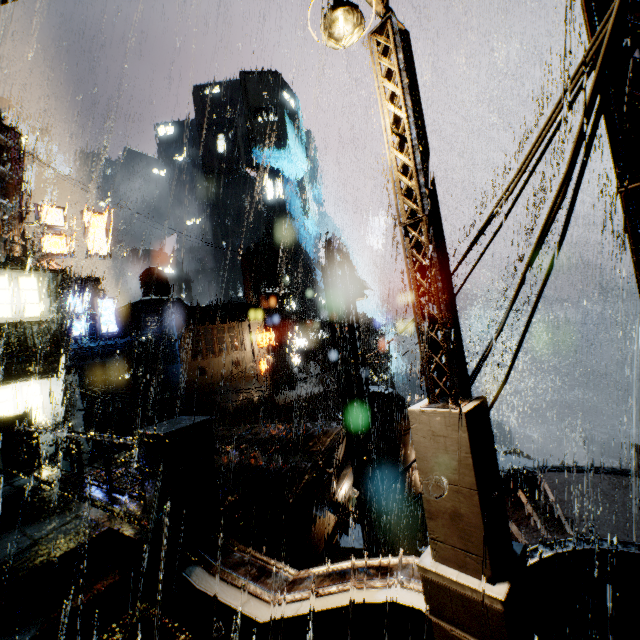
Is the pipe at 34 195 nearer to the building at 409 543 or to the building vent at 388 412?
the building at 409 543

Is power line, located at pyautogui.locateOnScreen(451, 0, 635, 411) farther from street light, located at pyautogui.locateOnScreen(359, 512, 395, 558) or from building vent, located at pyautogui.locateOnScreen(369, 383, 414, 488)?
A: building vent, located at pyautogui.locateOnScreen(369, 383, 414, 488)

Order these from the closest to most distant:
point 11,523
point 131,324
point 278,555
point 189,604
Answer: point 189,604 → point 11,523 → point 278,555 → point 131,324

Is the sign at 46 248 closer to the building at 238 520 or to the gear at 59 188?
the building at 238 520

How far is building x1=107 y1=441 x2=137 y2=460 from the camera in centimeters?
1192cm

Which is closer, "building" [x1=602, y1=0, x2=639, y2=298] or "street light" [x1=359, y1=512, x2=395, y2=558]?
"building" [x1=602, y1=0, x2=639, y2=298]

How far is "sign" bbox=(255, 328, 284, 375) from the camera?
29.5 meters

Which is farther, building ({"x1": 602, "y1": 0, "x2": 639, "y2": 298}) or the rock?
the rock
